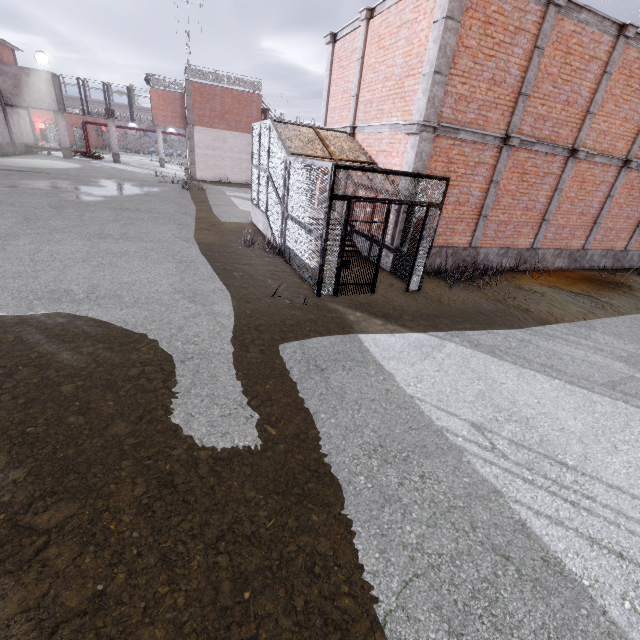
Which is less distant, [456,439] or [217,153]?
[456,439]

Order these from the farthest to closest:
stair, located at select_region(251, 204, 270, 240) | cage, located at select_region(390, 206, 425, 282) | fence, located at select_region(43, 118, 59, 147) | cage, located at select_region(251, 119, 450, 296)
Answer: fence, located at select_region(43, 118, 59, 147), stair, located at select_region(251, 204, 270, 240), cage, located at select_region(390, 206, 425, 282), cage, located at select_region(251, 119, 450, 296)

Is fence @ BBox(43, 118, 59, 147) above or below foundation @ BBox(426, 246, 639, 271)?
above

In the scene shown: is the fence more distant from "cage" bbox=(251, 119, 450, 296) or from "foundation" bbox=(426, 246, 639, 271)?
"foundation" bbox=(426, 246, 639, 271)

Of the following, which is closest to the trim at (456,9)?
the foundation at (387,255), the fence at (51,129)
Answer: the foundation at (387,255)

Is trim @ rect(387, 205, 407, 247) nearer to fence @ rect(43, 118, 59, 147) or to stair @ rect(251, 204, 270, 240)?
stair @ rect(251, 204, 270, 240)

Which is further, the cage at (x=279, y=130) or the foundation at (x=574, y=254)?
the foundation at (x=574, y=254)

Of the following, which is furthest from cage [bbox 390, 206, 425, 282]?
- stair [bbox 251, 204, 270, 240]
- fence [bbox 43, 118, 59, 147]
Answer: fence [bbox 43, 118, 59, 147]
